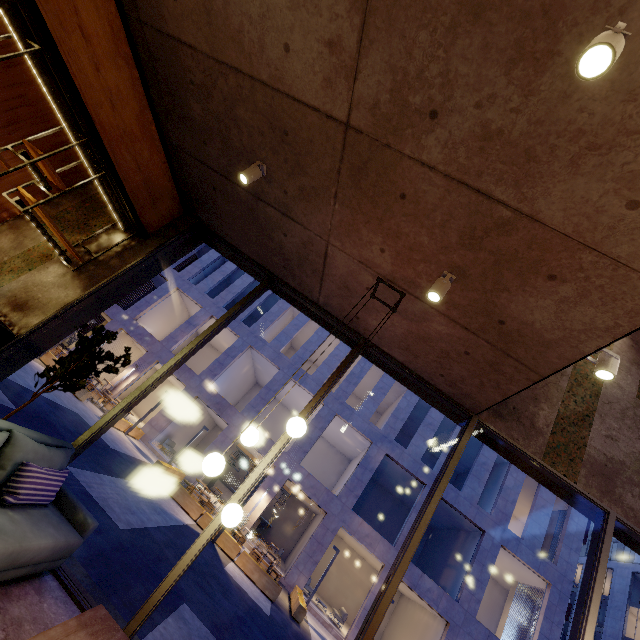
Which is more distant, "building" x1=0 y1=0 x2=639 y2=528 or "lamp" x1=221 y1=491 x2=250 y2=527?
"lamp" x1=221 y1=491 x2=250 y2=527

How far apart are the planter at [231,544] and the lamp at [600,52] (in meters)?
15.54

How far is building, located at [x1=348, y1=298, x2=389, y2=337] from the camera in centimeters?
451cm

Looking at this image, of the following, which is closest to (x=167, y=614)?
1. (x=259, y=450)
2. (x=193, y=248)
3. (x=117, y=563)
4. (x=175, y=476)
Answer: (x=117, y=563)

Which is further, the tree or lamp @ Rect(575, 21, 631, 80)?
the tree

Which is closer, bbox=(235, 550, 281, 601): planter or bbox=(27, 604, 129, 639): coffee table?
bbox=(27, 604, 129, 639): coffee table

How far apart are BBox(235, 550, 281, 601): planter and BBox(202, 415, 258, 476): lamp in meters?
12.1
